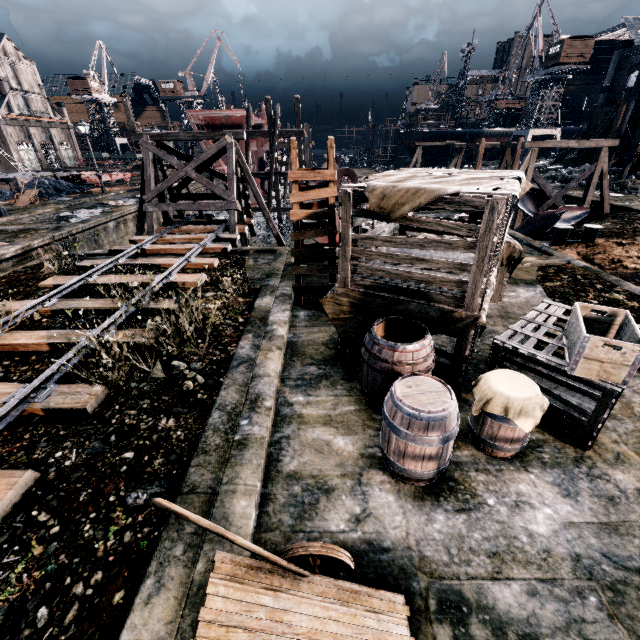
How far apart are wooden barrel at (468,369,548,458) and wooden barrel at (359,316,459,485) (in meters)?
0.43

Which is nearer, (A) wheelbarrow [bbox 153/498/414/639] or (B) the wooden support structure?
(A) wheelbarrow [bbox 153/498/414/639]

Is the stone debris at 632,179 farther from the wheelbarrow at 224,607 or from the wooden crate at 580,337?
the wheelbarrow at 224,607

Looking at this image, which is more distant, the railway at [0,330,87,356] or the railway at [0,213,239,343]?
the railway at [0,213,239,343]

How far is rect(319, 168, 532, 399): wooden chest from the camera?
4.6 meters

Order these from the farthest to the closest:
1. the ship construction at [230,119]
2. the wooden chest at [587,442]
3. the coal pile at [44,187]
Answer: the ship construction at [230,119] → the coal pile at [44,187] → the wooden chest at [587,442]

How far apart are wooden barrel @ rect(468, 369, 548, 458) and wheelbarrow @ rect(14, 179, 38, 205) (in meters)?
32.78

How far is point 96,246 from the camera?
19.1 meters
